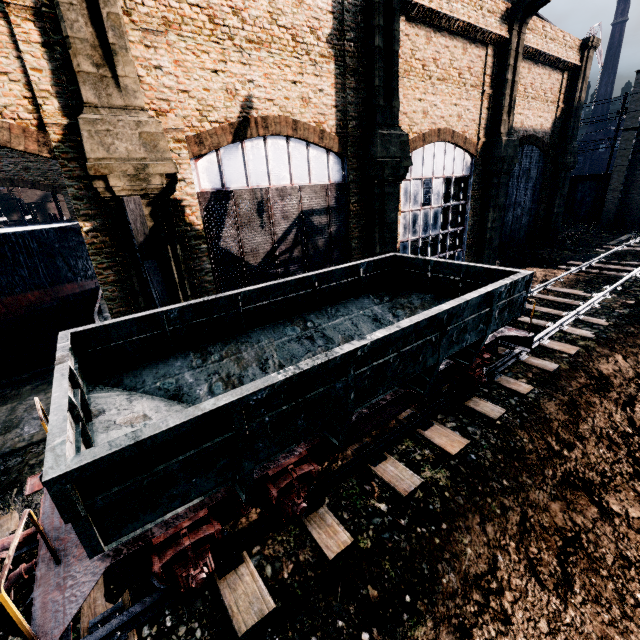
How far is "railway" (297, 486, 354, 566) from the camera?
6.2 meters

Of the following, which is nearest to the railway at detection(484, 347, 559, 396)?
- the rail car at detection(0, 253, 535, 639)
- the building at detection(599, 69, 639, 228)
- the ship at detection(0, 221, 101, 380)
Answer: the rail car at detection(0, 253, 535, 639)

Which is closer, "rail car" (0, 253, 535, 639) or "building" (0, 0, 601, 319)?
"rail car" (0, 253, 535, 639)

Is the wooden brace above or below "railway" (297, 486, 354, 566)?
above

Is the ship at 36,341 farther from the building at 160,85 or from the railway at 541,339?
the railway at 541,339

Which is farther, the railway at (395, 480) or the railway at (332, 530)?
the railway at (395, 480)

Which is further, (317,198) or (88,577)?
(317,198)

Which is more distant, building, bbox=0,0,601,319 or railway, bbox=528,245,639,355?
railway, bbox=528,245,639,355
